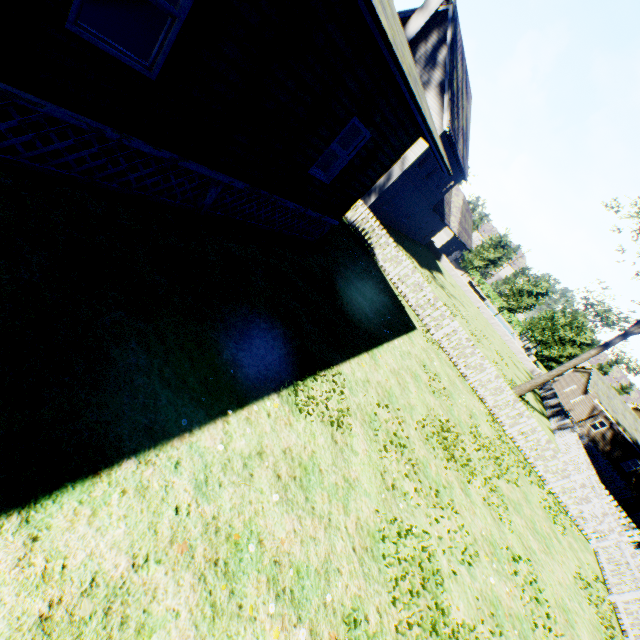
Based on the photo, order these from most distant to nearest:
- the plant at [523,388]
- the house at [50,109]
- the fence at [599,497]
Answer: the plant at [523,388], the fence at [599,497], the house at [50,109]

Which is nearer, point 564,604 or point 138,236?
point 138,236

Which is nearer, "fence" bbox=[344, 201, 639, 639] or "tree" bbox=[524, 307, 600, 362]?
"fence" bbox=[344, 201, 639, 639]

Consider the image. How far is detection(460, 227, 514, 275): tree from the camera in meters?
38.7 m

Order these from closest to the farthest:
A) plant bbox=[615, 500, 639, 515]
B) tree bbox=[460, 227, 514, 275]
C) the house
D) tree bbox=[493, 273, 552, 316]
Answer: the house
plant bbox=[615, 500, 639, 515]
tree bbox=[493, 273, 552, 316]
tree bbox=[460, 227, 514, 275]

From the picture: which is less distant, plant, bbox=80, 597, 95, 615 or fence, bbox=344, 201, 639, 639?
plant, bbox=80, 597, 95, 615

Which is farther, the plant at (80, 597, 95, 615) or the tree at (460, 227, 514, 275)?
the tree at (460, 227, 514, 275)

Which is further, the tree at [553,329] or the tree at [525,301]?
the tree at [525,301]
